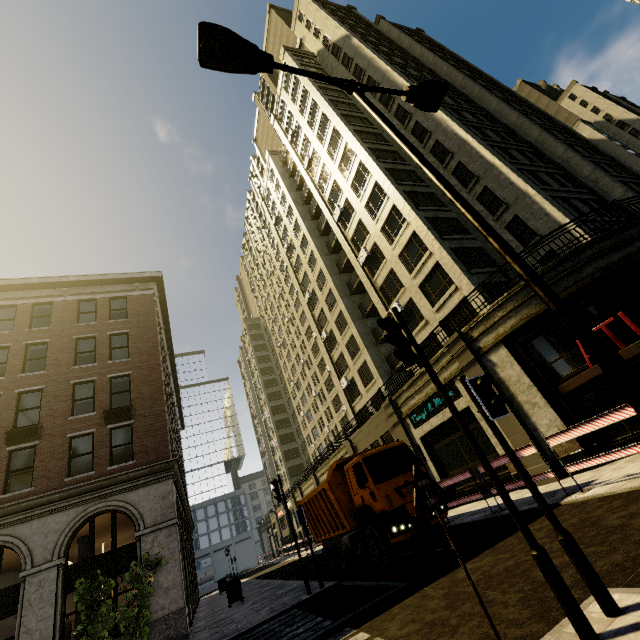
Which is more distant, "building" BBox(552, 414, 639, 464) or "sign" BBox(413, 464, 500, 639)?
"building" BBox(552, 414, 639, 464)

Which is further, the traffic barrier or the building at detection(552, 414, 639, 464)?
the building at detection(552, 414, 639, 464)

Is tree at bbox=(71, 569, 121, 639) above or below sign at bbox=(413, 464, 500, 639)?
above

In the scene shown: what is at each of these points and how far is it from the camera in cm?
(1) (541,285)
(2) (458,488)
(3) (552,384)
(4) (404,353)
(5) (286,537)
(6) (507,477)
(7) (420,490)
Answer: (1) street light, 304
(2) building, 1788
(3) building, 1288
(4) traffic light, 449
(5) building, 5375
(6) building, 1479
(7) sign, 358

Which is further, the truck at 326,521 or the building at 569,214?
the building at 569,214

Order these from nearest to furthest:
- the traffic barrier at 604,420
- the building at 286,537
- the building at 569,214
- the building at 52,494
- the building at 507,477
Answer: the traffic barrier at 604,420 < the building at 569,214 < the building at 52,494 < the building at 507,477 < the building at 286,537

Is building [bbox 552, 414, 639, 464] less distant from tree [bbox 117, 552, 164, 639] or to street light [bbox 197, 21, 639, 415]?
tree [bbox 117, 552, 164, 639]

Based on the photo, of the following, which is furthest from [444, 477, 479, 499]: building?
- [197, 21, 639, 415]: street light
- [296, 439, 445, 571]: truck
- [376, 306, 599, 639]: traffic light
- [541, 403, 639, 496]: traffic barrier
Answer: [376, 306, 599, 639]: traffic light
